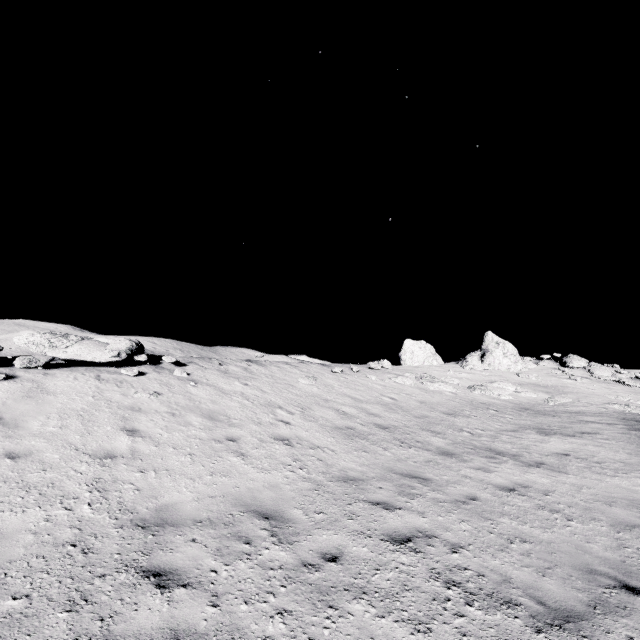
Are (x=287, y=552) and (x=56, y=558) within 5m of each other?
yes

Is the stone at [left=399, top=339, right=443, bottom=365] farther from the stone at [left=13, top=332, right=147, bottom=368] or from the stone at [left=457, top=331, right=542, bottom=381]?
the stone at [left=13, top=332, right=147, bottom=368]

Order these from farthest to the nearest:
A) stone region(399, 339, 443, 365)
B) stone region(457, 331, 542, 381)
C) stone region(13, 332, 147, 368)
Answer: stone region(399, 339, 443, 365) → stone region(457, 331, 542, 381) → stone region(13, 332, 147, 368)

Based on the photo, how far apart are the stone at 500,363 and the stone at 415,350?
2.65m

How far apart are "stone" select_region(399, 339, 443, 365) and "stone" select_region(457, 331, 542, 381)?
2.7m

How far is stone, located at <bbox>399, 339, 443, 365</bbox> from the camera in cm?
2675

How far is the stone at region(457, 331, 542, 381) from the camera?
21.42m

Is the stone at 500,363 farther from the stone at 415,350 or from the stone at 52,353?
the stone at 52,353
